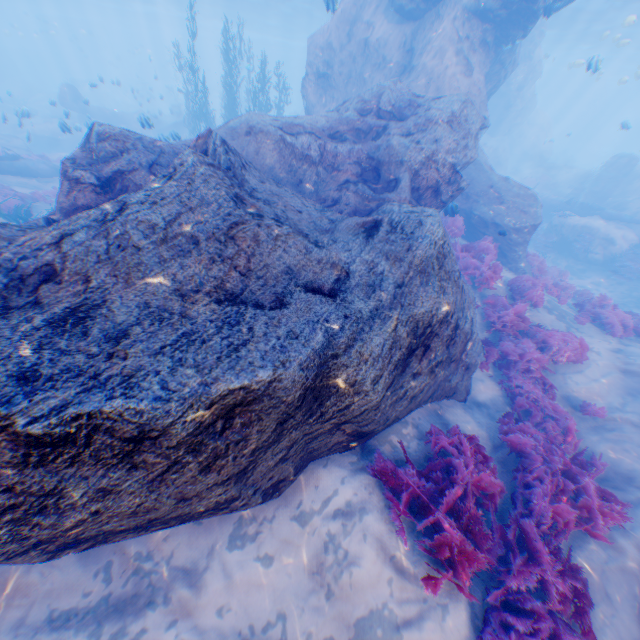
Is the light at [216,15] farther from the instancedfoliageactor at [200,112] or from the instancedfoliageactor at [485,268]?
the instancedfoliageactor at [485,268]

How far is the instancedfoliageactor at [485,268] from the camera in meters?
9.7

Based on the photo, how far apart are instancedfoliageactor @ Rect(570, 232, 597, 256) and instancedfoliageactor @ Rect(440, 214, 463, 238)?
10.89m

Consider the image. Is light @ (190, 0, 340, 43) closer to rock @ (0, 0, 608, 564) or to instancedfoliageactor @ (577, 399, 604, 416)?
rock @ (0, 0, 608, 564)

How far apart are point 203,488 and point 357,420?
1.9m

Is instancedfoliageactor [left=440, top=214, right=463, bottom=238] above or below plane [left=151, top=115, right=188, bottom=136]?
above

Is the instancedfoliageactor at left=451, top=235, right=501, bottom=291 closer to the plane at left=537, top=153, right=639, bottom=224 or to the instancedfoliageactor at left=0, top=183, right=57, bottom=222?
the plane at left=537, top=153, right=639, bottom=224

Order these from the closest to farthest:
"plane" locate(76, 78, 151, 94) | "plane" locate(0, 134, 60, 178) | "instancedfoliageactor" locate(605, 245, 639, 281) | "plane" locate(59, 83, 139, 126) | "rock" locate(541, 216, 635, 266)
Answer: "plane" locate(0, 134, 60, 178) → "instancedfoliageactor" locate(605, 245, 639, 281) → "rock" locate(541, 216, 635, 266) → "plane" locate(76, 78, 151, 94) → "plane" locate(59, 83, 139, 126)
